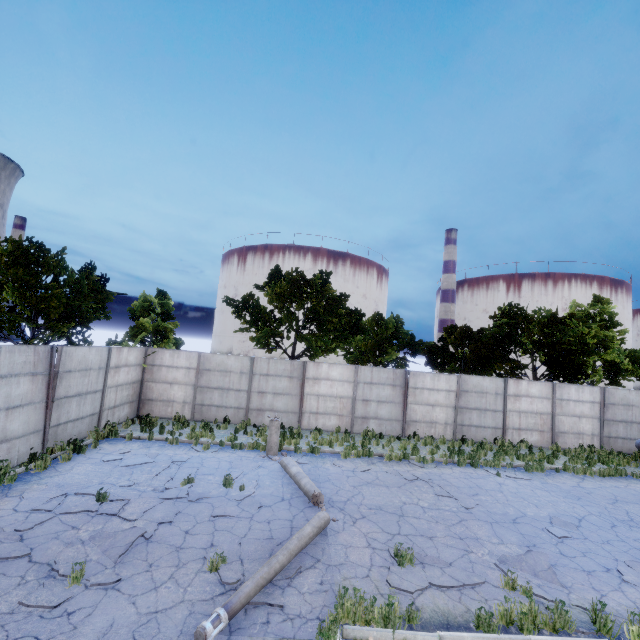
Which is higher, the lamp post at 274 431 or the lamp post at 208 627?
the lamp post at 274 431

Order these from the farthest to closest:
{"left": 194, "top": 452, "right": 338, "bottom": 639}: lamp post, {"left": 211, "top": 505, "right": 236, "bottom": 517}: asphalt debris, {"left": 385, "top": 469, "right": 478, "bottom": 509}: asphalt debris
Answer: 1. {"left": 385, "top": 469, "right": 478, "bottom": 509}: asphalt debris
2. {"left": 211, "top": 505, "right": 236, "bottom": 517}: asphalt debris
3. {"left": 194, "top": 452, "right": 338, "bottom": 639}: lamp post

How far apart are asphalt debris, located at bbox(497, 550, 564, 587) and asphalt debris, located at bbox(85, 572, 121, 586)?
7.57m

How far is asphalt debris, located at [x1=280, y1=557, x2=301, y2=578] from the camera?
6.18m

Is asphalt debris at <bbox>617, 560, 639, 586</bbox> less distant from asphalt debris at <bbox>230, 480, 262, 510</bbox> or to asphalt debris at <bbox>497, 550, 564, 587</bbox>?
asphalt debris at <bbox>497, 550, 564, 587</bbox>

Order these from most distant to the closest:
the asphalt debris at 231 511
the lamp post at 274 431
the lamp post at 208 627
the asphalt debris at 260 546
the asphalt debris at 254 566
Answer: the lamp post at 274 431
the asphalt debris at 231 511
the asphalt debris at 260 546
the asphalt debris at 254 566
the lamp post at 208 627

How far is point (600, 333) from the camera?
24.6m

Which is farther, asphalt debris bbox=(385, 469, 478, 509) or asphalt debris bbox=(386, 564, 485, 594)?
asphalt debris bbox=(385, 469, 478, 509)
